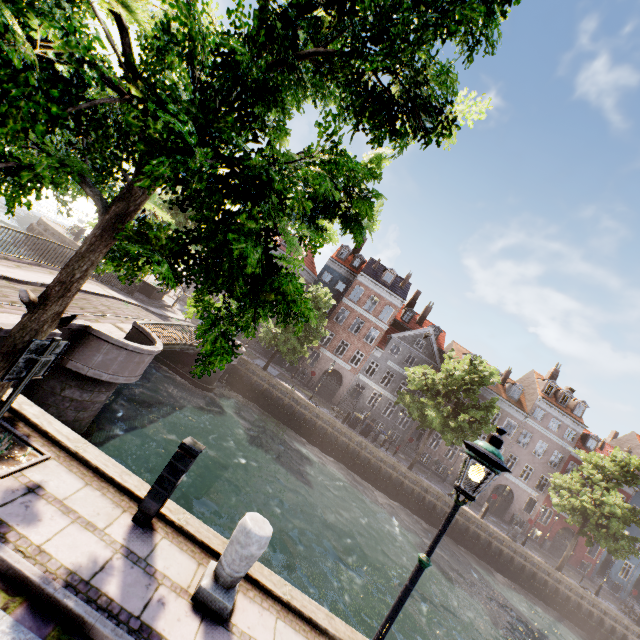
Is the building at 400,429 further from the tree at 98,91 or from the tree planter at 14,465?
the tree planter at 14,465

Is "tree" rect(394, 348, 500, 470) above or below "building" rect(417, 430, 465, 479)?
above

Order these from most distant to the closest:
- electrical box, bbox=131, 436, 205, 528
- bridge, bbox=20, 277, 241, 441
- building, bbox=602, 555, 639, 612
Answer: building, bbox=602, 555, 639, 612
bridge, bbox=20, 277, 241, 441
electrical box, bbox=131, 436, 205, 528

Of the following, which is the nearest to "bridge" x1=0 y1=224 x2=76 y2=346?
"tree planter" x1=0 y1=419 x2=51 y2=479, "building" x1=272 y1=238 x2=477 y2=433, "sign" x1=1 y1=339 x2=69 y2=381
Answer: "tree planter" x1=0 y1=419 x2=51 y2=479

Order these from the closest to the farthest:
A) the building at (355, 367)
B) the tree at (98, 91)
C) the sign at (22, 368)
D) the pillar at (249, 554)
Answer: the tree at (98, 91) < the sign at (22, 368) < the pillar at (249, 554) < the building at (355, 367)

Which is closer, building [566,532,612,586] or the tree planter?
the tree planter

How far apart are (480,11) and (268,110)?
2.3m

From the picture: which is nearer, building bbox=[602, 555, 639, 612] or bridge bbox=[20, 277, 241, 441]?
bridge bbox=[20, 277, 241, 441]
